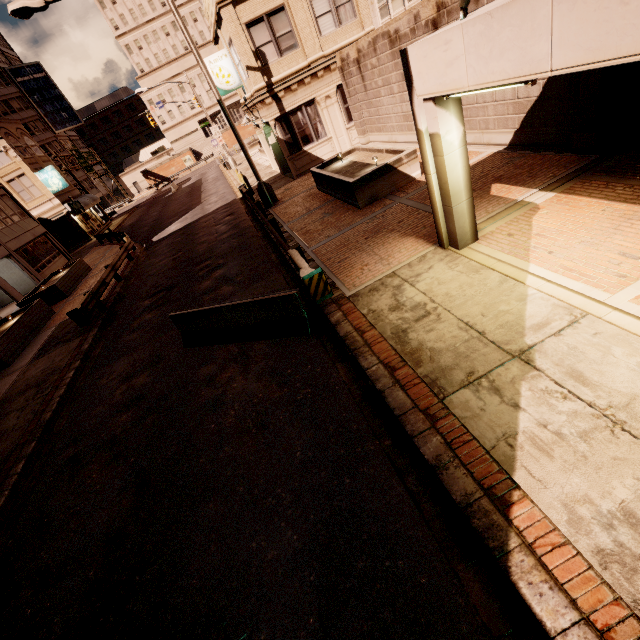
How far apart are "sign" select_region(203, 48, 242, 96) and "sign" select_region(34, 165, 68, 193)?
27.3m

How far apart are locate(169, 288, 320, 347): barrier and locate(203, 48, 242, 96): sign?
16.4 meters

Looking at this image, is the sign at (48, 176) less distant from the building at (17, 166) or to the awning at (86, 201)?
the building at (17, 166)

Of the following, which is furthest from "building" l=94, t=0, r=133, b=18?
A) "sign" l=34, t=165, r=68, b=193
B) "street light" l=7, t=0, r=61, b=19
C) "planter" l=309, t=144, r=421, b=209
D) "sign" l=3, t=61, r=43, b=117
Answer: "planter" l=309, t=144, r=421, b=209

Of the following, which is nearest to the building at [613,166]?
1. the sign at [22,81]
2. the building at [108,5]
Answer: the building at [108,5]

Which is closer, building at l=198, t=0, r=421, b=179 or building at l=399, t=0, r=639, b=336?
building at l=399, t=0, r=639, b=336

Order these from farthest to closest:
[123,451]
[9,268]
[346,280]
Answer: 1. [9,268]
2. [346,280]
3. [123,451]

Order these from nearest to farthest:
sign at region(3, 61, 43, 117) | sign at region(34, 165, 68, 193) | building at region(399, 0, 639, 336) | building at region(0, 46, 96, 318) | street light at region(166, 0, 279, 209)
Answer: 1. building at region(399, 0, 639, 336)
2. street light at region(166, 0, 279, 209)
3. building at region(0, 46, 96, 318)
4. sign at region(34, 165, 68, 193)
5. sign at region(3, 61, 43, 117)
